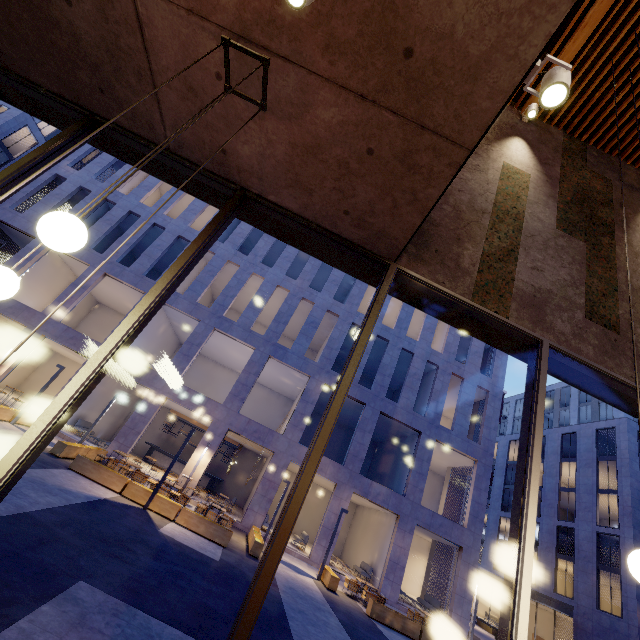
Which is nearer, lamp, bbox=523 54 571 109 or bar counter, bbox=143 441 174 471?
lamp, bbox=523 54 571 109

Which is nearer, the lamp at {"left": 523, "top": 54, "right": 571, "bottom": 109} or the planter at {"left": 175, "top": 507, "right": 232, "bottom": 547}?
the lamp at {"left": 523, "top": 54, "right": 571, "bottom": 109}

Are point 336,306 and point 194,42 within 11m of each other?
no

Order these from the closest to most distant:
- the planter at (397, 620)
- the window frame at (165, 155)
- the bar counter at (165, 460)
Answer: the window frame at (165, 155) → the planter at (397, 620) → the bar counter at (165, 460)

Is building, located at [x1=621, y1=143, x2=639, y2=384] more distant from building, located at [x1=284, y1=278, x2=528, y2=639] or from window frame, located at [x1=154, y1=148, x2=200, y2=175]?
building, located at [x1=284, y1=278, x2=528, y2=639]

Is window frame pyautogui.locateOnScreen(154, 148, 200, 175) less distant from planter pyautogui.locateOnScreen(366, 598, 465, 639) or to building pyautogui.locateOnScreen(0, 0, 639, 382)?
building pyautogui.locateOnScreen(0, 0, 639, 382)

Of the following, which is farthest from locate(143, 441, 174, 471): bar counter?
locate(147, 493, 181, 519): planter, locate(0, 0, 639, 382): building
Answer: locate(0, 0, 639, 382): building

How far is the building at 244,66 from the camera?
2.6 meters
